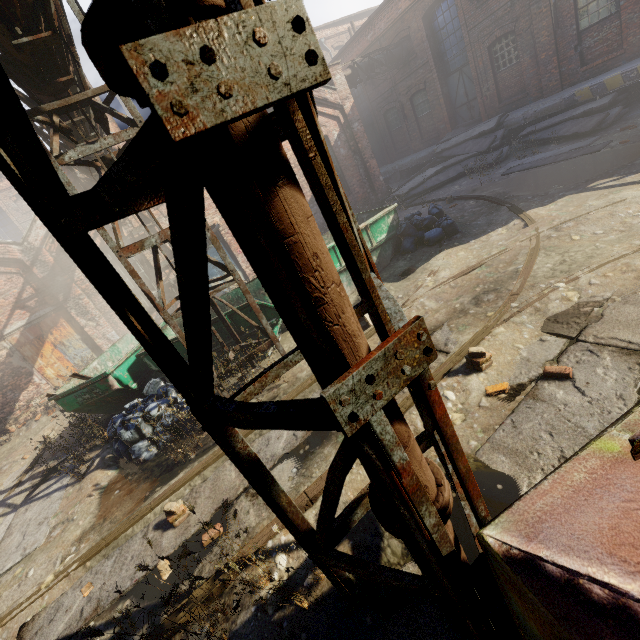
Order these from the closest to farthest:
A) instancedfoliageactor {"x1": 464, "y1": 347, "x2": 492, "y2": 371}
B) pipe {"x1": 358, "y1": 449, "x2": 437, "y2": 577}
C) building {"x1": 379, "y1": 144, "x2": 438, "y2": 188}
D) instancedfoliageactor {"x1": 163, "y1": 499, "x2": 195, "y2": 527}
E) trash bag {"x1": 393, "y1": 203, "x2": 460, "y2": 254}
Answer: pipe {"x1": 358, "y1": 449, "x2": 437, "y2": 577} < instancedfoliageactor {"x1": 163, "y1": 499, "x2": 195, "y2": 527} < instancedfoliageactor {"x1": 464, "y1": 347, "x2": 492, "y2": 371} < trash bag {"x1": 393, "y1": 203, "x2": 460, "y2": 254} < building {"x1": 379, "y1": 144, "x2": 438, "y2": 188}

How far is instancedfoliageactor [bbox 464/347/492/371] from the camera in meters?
3.9 m

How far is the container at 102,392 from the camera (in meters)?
6.98

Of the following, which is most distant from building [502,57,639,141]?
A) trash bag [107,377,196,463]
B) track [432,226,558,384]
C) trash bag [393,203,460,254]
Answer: trash bag [107,377,196,463]

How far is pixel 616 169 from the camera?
7.48m

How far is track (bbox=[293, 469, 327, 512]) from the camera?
3.4m

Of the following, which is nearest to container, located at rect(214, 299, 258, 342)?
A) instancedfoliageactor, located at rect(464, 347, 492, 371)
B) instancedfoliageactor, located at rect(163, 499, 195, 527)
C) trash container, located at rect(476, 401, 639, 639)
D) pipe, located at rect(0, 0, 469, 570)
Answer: pipe, located at rect(0, 0, 469, 570)

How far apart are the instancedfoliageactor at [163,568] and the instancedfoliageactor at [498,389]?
3.47m
